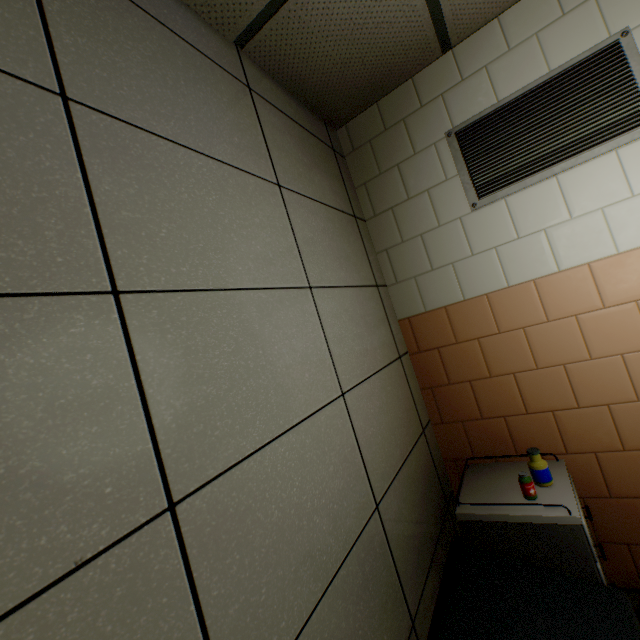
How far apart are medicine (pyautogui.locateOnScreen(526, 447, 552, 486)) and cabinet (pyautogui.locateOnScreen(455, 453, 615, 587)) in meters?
0.0 m

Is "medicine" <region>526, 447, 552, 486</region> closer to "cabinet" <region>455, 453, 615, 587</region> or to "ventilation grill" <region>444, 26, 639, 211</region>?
"cabinet" <region>455, 453, 615, 587</region>

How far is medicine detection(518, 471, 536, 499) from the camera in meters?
1.5

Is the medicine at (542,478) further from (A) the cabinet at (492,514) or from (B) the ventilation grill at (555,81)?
(B) the ventilation grill at (555,81)

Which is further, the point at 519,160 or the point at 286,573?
the point at 519,160

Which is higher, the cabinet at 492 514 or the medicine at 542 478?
the medicine at 542 478

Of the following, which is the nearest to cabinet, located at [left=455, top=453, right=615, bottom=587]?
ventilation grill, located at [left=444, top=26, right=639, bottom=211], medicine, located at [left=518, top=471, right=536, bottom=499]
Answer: medicine, located at [left=518, top=471, right=536, bottom=499]
